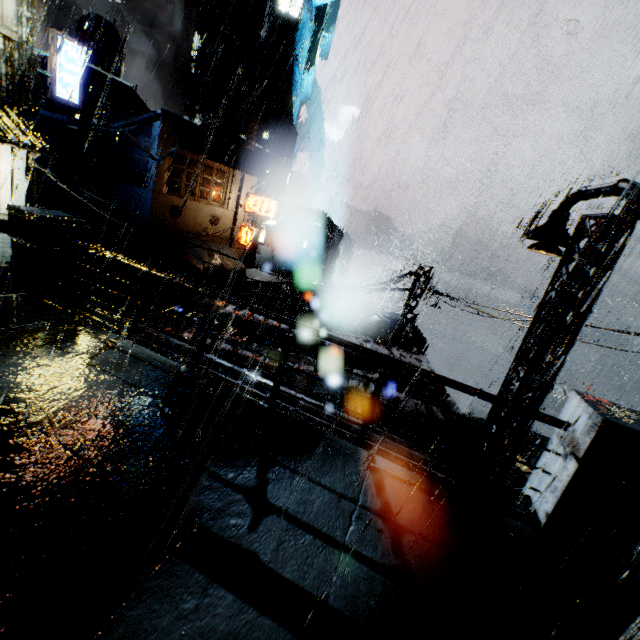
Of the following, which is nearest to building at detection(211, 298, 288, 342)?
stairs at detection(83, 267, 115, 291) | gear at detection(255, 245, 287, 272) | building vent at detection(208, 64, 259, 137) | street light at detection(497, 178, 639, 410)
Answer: stairs at detection(83, 267, 115, 291)

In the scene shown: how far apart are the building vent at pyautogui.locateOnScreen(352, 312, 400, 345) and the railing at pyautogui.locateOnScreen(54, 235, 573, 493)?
11.7m

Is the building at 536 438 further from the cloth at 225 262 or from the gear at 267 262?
the gear at 267 262

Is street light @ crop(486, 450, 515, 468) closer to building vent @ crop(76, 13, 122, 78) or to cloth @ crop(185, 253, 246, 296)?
cloth @ crop(185, 253, 246, 296)

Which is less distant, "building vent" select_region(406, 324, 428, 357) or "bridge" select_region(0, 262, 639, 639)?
"bridge" select_region(0, 262, 639, 639)

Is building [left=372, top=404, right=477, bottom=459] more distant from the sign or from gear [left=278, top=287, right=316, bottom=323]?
gear [left=278, top=287, right=316, bottom=323]

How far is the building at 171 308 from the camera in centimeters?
925cm

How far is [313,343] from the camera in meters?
10.2
